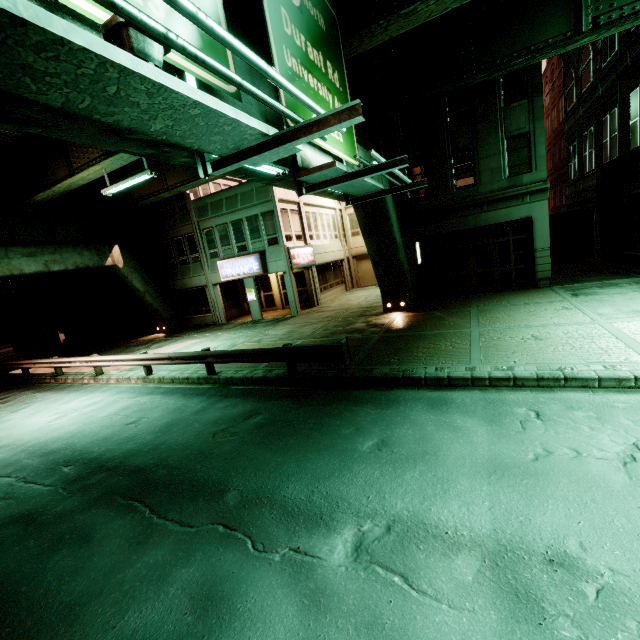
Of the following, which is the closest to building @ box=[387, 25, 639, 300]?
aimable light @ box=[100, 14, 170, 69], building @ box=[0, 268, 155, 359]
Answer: building @ box=[0, 268, 155, 359]

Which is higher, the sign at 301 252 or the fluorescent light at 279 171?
the fluorescent light at 279 171

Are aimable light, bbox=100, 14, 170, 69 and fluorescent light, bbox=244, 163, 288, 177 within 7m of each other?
yes

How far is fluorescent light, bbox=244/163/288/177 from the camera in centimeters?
632cm

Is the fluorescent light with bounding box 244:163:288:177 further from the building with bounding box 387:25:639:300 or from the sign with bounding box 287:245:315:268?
the sign with bounding box 287:245:315:268

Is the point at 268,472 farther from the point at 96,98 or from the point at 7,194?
the point at 7,194

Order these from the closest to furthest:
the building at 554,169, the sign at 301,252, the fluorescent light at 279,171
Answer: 1. the fluorescent light at 279,171
2. the building at 554,169
3. the sign at 301,252

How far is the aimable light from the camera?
2.2m
